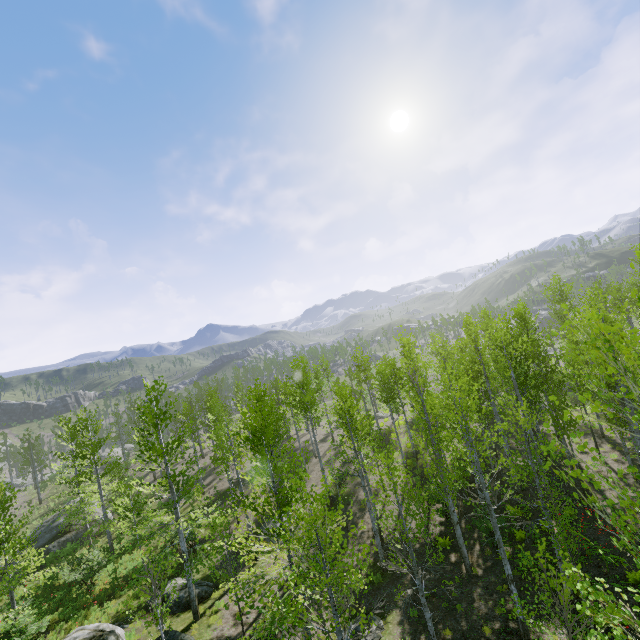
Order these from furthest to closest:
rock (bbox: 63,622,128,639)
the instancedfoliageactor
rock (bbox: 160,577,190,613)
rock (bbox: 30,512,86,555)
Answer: rock (bbox: 30,512,86,555)
rock (bbox: 160,577,190,613)
rock (bbox: 63,622,128,639)
the instancedfoliageactor

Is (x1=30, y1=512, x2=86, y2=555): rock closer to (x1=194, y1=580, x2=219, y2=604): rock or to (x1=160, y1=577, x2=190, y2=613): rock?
(x1=194, y1=580, x2=219, y2=604): rock

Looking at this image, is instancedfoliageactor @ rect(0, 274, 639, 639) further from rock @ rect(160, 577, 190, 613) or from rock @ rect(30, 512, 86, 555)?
rock @ rect(30, 512, 86, 555)

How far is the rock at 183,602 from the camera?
15.2 meters

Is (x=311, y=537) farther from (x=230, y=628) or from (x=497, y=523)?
(x=497, y=523)

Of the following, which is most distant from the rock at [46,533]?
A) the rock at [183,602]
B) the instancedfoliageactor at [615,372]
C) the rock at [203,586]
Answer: the instancedfoliageactor at [615,372]

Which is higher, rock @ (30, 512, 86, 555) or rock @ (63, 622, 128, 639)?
rock @ (63, 622, 128, 639)

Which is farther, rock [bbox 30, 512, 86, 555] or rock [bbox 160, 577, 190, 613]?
rock [bbox 30, 512, 86, 555]
